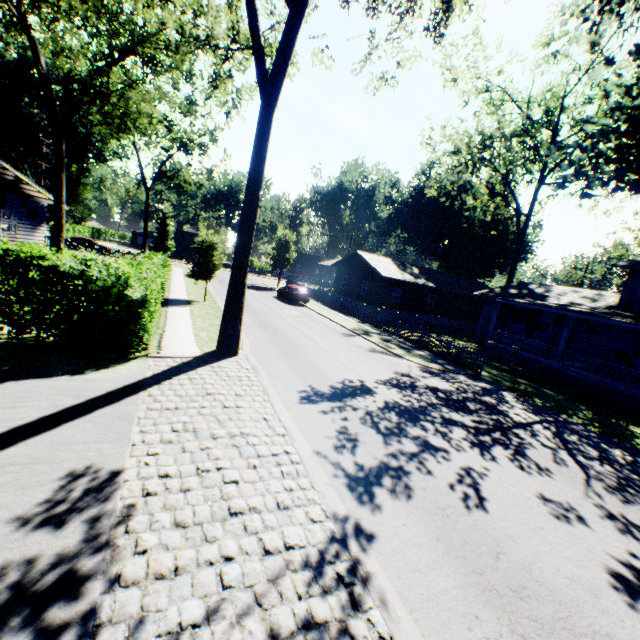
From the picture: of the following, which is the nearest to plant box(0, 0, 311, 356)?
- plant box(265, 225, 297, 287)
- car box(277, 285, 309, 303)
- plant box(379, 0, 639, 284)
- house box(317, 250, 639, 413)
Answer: plant box(379, 0, 639, 284)

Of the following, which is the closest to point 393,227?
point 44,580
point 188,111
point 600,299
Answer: point 600,299

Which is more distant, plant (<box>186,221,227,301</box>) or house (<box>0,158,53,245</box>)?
plant (<box>186,221,227,301</box>)

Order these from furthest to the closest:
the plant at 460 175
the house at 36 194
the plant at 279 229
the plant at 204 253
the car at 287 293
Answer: the plant at 279 229, the car at 287 293, the plant at 204 253, the house at 36 194, the plant at 460 175

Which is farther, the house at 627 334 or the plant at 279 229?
the plant at 279 229

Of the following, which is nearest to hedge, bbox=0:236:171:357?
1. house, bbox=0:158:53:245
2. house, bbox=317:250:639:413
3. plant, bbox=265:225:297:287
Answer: house, bbox=0:158:53:245

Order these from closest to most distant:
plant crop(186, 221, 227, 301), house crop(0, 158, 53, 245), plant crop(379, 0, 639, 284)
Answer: plant crop(379, 0, 639, 284) → house crop(0, 158, 53, 245) → plant crop(186, 221, 227, 301)

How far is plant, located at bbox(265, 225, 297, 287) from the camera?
41.9m
